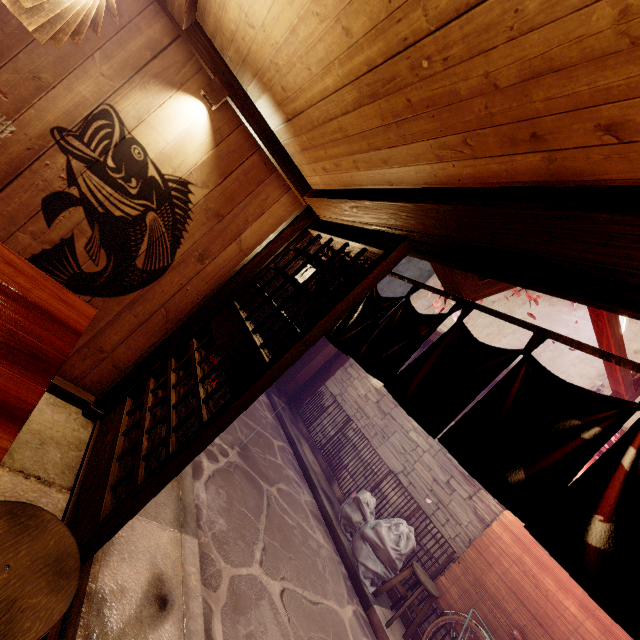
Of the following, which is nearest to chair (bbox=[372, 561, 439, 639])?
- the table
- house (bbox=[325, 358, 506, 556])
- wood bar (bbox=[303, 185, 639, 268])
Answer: house (bbox=[325, 358, 506, 556])

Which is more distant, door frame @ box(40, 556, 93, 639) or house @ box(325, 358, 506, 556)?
house @ box(325, 358, 506, 556)

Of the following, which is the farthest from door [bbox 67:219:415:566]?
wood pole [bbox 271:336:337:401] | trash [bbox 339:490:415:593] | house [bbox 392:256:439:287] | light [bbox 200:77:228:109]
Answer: house [bbox 392:256:439:287]

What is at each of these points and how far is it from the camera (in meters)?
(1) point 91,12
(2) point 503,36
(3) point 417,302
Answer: (1) light, 2.55
(2) building, 1.63
(3) house, 17.52

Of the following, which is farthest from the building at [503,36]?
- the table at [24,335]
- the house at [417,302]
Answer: the house at [417,302]

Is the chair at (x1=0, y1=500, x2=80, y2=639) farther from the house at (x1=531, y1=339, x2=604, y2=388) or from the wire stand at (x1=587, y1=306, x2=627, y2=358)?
the house at (x1=531, y1=339, x2=604, y2=388)

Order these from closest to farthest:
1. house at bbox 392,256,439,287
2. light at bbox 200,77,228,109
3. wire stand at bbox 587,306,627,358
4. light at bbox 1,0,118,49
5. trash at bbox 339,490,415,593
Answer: light at bbox 1,0,118,49
light at bbox 200,77,228,109
wire stand at bbox 587,306,627,358
trash at bbox 339,490,415,593
house at bbox 392,256,439,287

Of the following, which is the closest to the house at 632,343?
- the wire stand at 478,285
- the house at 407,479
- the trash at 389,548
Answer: the wire stand at 478,285
